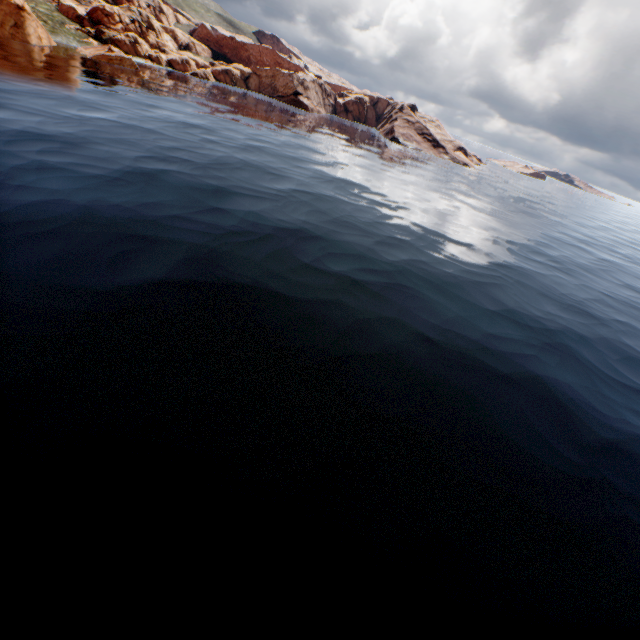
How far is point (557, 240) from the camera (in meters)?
47.53
